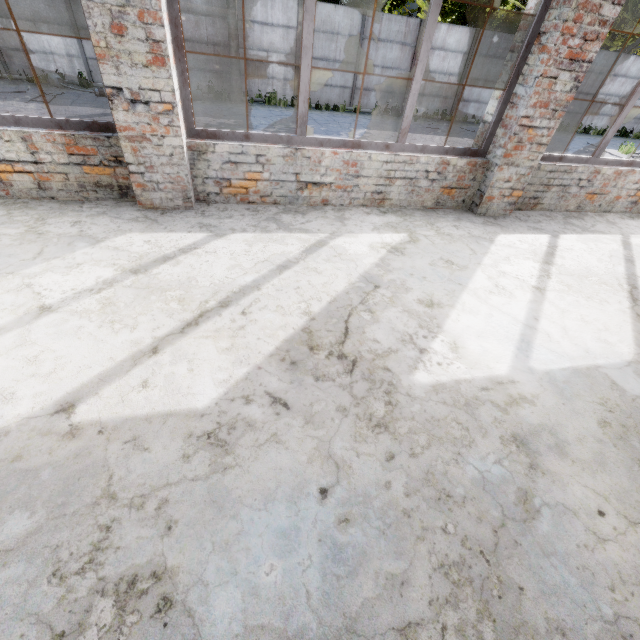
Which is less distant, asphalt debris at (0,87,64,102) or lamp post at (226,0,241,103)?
asphalt debris at (0,87,64,102)

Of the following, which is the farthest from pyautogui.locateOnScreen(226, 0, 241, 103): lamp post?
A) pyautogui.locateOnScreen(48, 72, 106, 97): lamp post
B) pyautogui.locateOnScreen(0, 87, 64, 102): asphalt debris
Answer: pyautogui.locateOnScreen(0, 87, 64, 102): asphalt debris

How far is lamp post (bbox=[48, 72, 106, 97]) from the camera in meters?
12.2

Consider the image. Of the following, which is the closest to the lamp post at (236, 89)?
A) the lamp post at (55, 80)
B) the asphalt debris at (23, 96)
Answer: the lamp post at (55, 80)

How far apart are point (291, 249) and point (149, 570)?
2.8m

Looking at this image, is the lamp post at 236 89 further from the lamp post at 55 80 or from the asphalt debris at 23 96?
the asphalt debris at 23 96

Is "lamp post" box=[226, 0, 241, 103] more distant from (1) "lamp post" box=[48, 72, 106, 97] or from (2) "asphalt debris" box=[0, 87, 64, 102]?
(2) "asphalt debris" box=[0, 87, 64, 102]

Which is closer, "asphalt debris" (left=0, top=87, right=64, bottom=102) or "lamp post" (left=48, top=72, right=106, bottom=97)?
"asphalt debris" (left=0, top=87, right=64, bottom=102)
